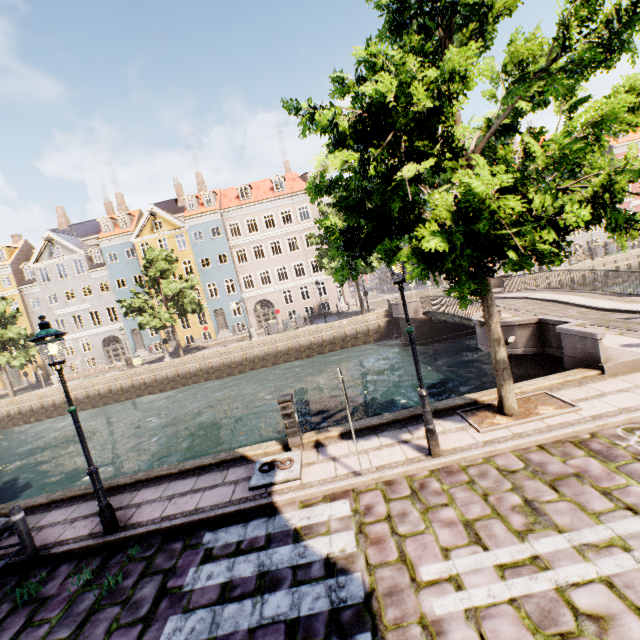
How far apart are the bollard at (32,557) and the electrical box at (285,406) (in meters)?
4.56

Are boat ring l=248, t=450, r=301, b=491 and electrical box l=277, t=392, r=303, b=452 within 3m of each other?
yes

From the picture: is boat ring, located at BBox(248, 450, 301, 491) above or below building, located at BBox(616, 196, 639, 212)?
below

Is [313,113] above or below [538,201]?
above

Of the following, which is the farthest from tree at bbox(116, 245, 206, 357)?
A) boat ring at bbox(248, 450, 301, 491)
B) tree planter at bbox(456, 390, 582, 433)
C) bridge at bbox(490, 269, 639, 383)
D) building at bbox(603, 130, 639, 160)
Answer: building at bbox(603, 130, 639, 160)

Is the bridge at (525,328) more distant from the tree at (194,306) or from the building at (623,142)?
the building at (623,142)

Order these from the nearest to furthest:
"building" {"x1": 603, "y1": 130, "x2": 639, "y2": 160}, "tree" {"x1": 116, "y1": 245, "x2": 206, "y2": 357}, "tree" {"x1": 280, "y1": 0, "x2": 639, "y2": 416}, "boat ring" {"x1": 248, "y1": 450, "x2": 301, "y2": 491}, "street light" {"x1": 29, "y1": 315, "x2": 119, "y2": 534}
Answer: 1. "tree" {"x1": 280, "y1": 0, "x2": 639, "y2": 416}
2. "street light" {"x1": 29, "y1": 315, "x2": 119, "y2": 534}
3. "boat ring" {"x1": 248, "y1": 450, "x2": 301, "y2": 491}
4. "tree" {"x1": 116, "y1": 245, "x2": 206, "y2": 357}
5. "building" {"x1": 603, "y1": 130, "x2": 639, "y2": 160}

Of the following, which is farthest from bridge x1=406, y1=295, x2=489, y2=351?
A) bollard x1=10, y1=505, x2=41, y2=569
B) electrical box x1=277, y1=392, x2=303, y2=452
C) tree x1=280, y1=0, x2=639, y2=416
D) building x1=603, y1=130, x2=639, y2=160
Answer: bollard x1=10, y1=505, x2=41, y2=569
